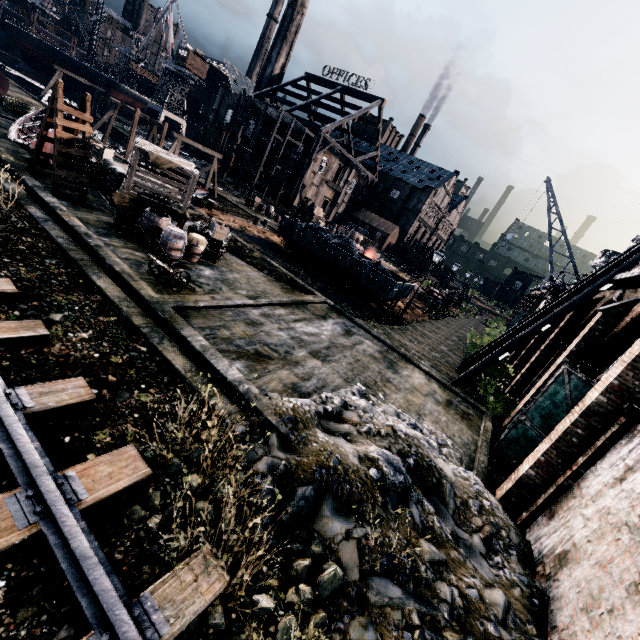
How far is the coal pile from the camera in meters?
23.7 m

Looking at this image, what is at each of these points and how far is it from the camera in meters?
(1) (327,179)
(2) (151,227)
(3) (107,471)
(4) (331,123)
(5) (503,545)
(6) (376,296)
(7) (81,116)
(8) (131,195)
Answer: (1) building, 57.0 m
(2) wooden barrel, 13.0 m
(3) railway, 4.9 m
(4) wood roof frame, 48.8 m
(5) stone debris, 7.2 m
(6) rail car container, 22.3 m
(7) ladder, 13.5 m
(8) wooden chest, 13.0 m

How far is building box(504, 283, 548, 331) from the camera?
39.50m

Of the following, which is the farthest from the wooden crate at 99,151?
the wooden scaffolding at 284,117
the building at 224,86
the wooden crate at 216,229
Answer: the building at 224,86

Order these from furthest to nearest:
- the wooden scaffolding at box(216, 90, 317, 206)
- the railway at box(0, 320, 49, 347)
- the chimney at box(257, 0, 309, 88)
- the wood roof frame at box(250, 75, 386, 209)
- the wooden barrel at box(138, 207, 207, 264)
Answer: the chimney at box(257, 0, 309, 88) < the wood roof frame at box(250, 75, 386, 209) < the wooden scaffolding at box(216, 90, 317, 206) < the wooden barrel at box(138, 207, 207, 264) < the railway at box(0, 320, 49, 347)

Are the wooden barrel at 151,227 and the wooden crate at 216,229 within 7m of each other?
yes

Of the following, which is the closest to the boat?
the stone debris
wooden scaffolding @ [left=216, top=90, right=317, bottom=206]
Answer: the stone debris

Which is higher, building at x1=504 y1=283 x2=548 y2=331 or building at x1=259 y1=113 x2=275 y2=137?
building at x1=259 y1=113 x2=275 y2=137
